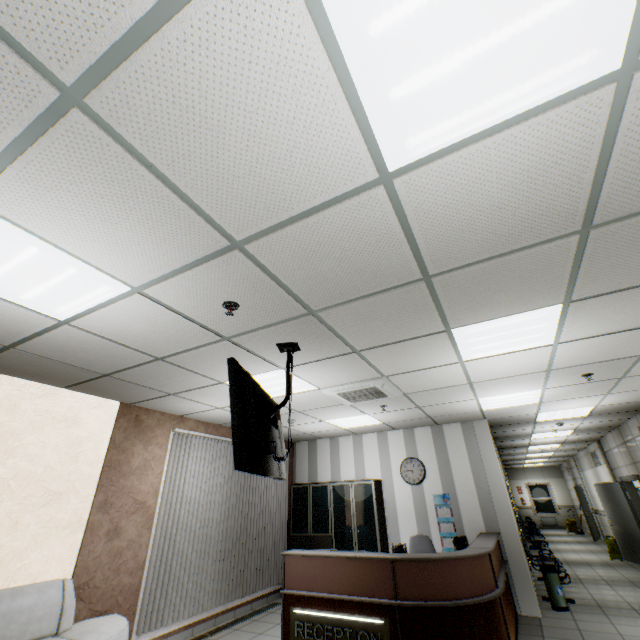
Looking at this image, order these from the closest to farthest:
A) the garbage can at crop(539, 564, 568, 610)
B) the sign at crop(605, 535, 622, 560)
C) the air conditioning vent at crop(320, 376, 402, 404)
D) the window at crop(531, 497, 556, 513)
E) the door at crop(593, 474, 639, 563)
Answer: the air conditioning vent at crop(320, 376, 402, 404)
the garbage can at crop(539, 564, 568, 610)
the door at crop(593, 474, 639, 563)
the sign at crop(605, 535, 622, 560)
the window at crop(531, 497, 556, 513)

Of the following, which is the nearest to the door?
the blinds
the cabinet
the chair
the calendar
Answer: the calendar

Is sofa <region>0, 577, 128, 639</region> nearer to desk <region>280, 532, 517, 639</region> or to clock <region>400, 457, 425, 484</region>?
desk <region>280, 532, 517, 639</region>

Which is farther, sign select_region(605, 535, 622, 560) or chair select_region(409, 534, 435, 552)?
sign select_region(605, 535, 622, 560)

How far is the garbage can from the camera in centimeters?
571cm

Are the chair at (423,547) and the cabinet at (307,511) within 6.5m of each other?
yes

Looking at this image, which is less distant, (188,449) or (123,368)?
(123,368)

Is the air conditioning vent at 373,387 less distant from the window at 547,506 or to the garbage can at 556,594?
the garbage can at 556,594
